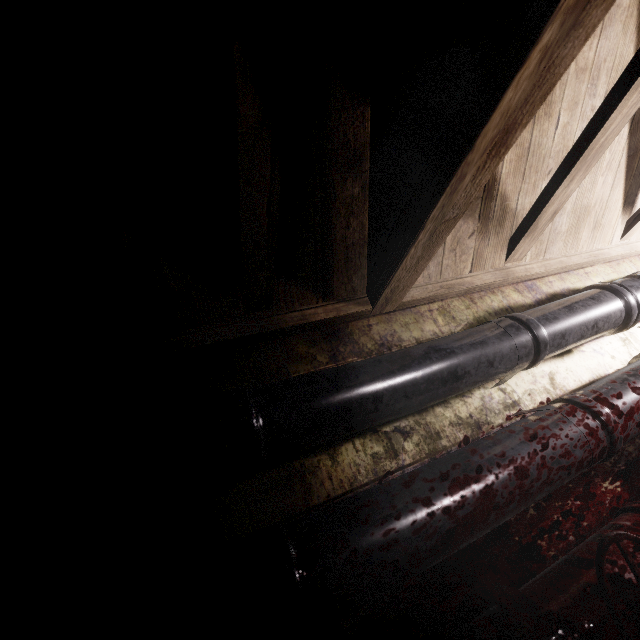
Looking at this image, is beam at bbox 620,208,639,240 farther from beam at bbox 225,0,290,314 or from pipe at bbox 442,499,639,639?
pipe at bbox 442,499,639,639

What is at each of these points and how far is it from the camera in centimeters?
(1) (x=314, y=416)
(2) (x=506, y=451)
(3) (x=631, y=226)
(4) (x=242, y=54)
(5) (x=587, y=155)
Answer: (1) pipe, 79cm
(2) pipe, 86cm
(3) beam, 177cm
(4) beam, 56cm
(5) beam, 114cm

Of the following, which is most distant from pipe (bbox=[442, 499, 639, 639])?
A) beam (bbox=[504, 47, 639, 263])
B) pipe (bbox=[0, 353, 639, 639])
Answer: beam (bbox=[504, 47, 639, 263])

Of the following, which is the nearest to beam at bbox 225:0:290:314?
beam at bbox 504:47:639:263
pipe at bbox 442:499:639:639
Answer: beam at bbox 504:47:639:263

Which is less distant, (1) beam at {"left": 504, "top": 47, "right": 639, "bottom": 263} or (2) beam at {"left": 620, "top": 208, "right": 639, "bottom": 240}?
(1) beam at {"left": 504, "top": 47, "right": 639, "bottom": 263}

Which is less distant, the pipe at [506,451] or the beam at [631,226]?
the pipe at [506,451]

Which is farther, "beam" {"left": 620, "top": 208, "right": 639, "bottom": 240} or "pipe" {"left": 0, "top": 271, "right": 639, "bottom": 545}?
"beam" {"left": 620, "top": 208, "right": 639, "bottom": 240}

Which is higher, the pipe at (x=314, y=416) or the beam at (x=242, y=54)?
the beam at (x=242, y=54)
